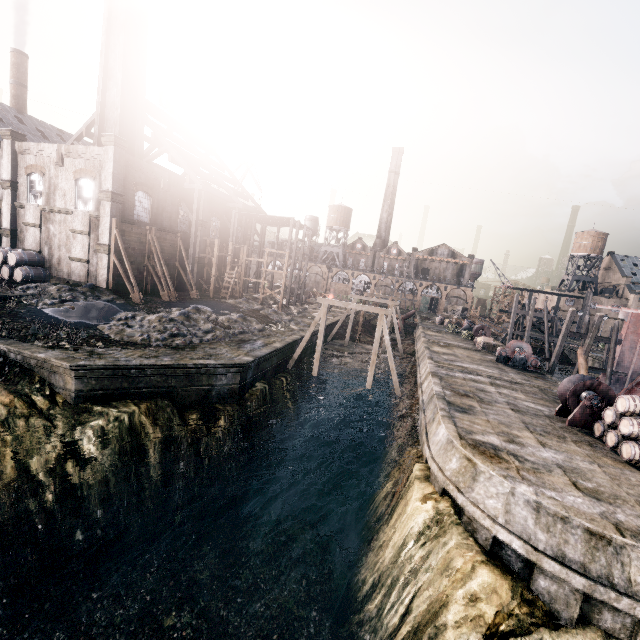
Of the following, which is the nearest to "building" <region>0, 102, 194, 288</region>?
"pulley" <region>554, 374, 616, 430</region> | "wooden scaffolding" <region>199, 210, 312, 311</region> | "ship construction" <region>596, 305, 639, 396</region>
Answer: "wooden scaffolding" <region>199, 210, 312, 311</region>

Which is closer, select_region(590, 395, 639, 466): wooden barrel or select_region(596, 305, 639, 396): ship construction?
select_region(590, 395, 639, 466): wooden barrel

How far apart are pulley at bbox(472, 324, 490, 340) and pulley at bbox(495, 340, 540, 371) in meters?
10.1 m

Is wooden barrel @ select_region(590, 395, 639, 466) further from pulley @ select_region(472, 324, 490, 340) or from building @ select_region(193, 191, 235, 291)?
building @ select_region(193, 191, 235, 291)

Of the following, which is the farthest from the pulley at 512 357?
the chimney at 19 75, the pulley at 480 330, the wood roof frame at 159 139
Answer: the chimney at 19 75

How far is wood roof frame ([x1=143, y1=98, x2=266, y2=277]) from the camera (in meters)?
35.53

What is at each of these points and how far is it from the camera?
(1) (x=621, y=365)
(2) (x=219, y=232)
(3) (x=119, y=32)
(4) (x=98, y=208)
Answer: (1) ship construction, 30.1m
(2) building, 43.9m
(3) chimney, 30.6m
(4) building, 28.5m

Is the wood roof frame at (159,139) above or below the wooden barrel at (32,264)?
above
